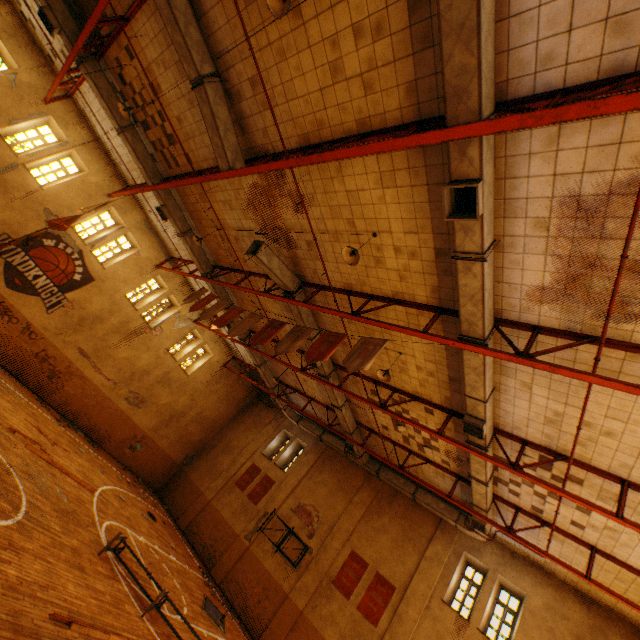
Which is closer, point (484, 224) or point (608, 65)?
point (608, 65)

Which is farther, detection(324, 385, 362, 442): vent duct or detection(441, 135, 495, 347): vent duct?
detection(324, 385, 362, 442): vent duct

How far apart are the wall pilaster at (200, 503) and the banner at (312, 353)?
15.3m

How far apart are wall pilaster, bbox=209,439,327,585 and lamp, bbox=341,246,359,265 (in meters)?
15.05

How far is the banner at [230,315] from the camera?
10.4 meters

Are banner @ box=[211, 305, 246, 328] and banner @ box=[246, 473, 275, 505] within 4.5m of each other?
no

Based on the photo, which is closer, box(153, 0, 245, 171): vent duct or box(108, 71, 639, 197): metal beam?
box(108, 71, 639, 197): metal beam

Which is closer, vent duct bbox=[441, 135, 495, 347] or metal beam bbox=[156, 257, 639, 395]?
vent duct bbox=[441, 135, 495, 347]
